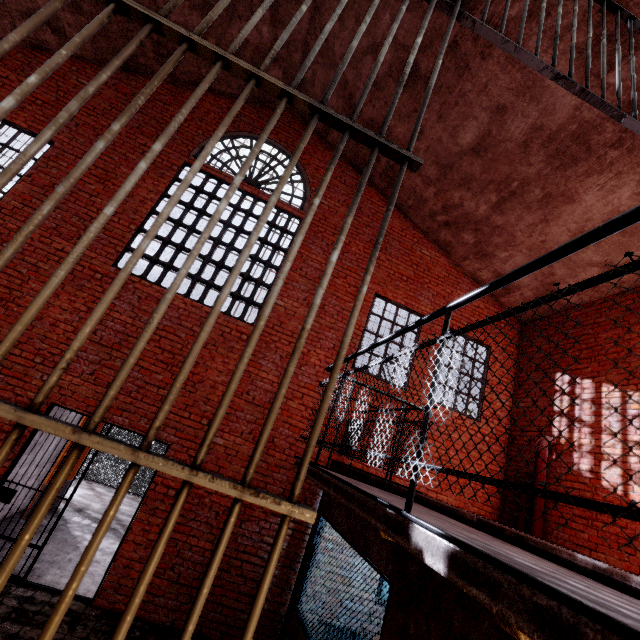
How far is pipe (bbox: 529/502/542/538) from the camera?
5.84m

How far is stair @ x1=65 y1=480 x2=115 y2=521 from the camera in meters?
7.7 m

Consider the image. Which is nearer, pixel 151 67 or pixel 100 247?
pixel 100 247

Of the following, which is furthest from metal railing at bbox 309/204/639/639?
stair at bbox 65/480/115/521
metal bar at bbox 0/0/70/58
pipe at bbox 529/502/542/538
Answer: stair at bbox 65/480/115/521

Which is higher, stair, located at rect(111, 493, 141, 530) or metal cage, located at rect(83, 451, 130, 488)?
metal cage, located at rect(83, 451, 130, 488)

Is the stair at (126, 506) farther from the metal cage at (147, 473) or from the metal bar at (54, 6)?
the metal bar at (54, 6)

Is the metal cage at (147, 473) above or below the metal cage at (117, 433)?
below

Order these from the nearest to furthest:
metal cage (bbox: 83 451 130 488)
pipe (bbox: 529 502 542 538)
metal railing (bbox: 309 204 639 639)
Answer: metal railing (bbox: 309 204 639 639)
pipe (bbox: 529 502 542 538)
metal cage (bbox: 83 451 130 488)
